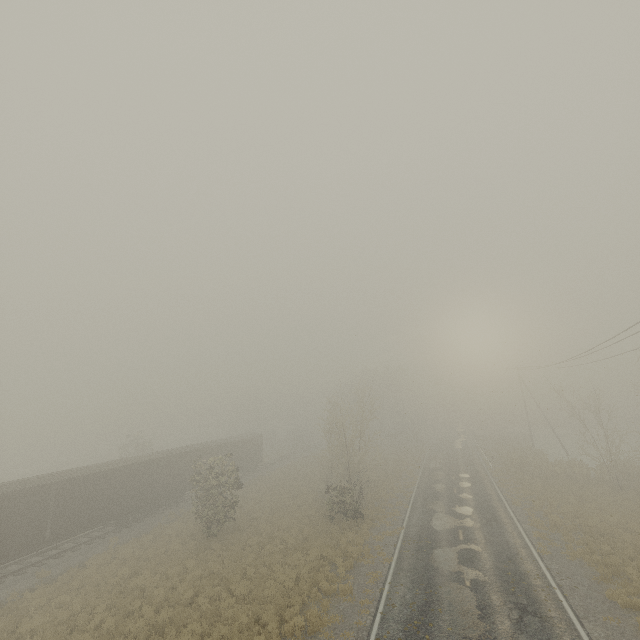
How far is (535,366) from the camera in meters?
38.0 m
